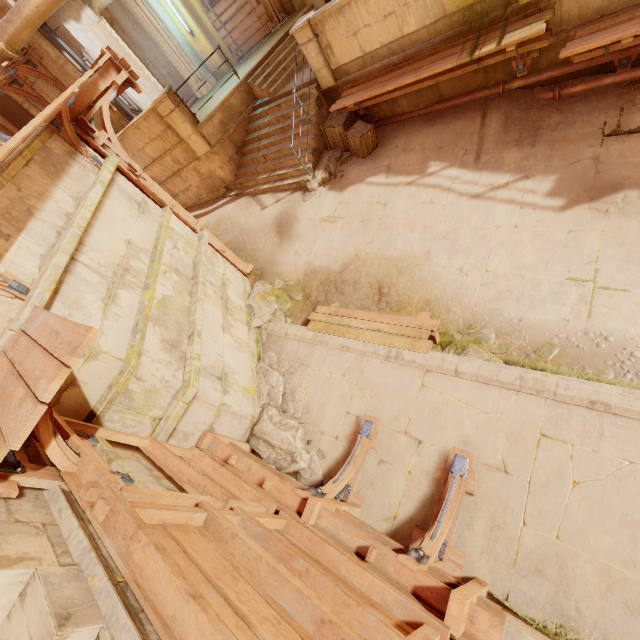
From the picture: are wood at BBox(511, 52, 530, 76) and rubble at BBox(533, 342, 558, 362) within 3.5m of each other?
no

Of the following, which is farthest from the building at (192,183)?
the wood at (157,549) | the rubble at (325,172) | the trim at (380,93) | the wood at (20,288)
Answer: the wood at (157,549)

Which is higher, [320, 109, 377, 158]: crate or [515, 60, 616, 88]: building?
[320, 109, 377, 158]: crate

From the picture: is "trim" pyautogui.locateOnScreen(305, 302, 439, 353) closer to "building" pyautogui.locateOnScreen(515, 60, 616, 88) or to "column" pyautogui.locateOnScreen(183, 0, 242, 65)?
"building" pyautogui.locateOnScreen(515, 60, 616, 88)

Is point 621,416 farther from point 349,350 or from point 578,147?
point 578,147

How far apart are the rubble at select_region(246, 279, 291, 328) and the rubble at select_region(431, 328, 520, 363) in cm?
329

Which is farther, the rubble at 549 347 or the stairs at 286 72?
the stairs at 286 72

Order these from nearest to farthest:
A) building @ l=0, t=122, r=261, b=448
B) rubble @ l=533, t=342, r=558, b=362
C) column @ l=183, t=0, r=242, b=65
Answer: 1. building @ l=0, t=122, r=261, b=448
2. rubble @ l=533, t=342, r=558, b=362
3. column @ l=183, t=0, r=242, b=65
